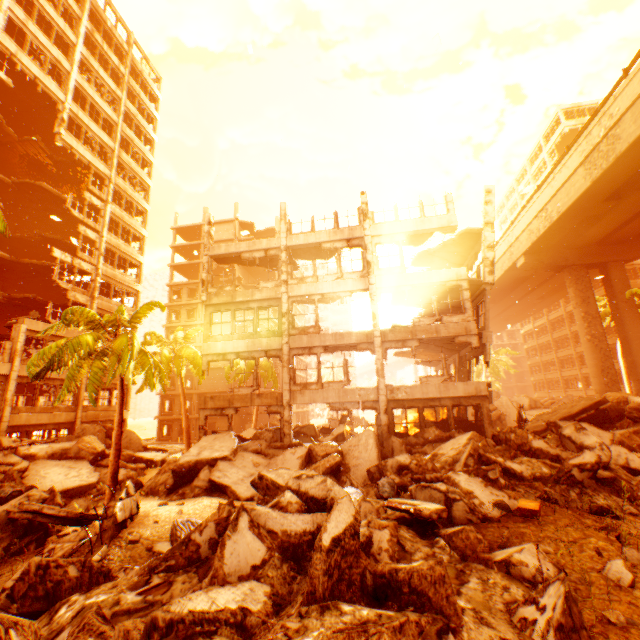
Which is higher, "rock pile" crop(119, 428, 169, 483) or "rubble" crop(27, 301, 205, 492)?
"rubble" crop(27, 301, 205, 492)

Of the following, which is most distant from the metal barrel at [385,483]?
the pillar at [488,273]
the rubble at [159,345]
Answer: the pillar at [488,273]

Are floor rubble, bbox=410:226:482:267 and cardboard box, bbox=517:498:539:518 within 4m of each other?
no

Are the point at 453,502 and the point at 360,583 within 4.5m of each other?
yes

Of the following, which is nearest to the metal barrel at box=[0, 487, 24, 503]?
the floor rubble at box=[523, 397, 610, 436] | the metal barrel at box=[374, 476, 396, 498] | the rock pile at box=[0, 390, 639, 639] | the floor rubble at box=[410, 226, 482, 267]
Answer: the rock pile at box=[0, 390, 639, 639]

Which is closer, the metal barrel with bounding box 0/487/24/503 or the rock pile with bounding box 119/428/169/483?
the metal barrel with bounding box 0/487/24/503

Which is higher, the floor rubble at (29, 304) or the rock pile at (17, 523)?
the floor rubble at (29, 304)

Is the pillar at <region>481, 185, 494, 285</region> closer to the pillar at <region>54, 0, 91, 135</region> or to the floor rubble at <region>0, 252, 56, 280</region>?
the floor rubble at <region>0, 252, 56, 280</region>
